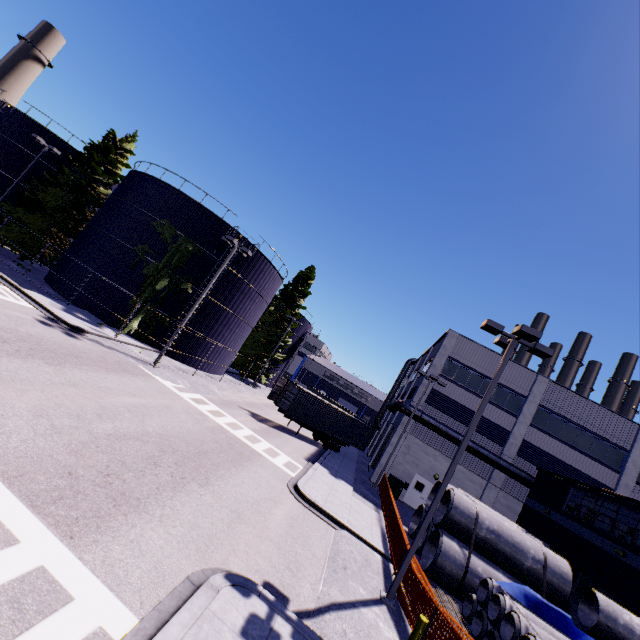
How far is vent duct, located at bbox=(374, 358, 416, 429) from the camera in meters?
27.0

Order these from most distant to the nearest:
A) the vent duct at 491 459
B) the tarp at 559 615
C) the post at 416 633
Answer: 1. the vent duct at 491 459
2. the tarp at 559 615
3. the post at 416 633

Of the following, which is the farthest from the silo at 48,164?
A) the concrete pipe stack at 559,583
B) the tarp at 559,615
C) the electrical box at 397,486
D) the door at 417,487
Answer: the door at 417,487

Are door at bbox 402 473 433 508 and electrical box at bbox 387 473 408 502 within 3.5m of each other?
yes

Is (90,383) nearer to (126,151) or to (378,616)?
(378,616)

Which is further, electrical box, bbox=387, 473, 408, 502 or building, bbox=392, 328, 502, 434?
building, bbox=392, 328, 502, 434

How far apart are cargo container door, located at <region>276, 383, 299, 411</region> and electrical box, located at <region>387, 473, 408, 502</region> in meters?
9.7 m

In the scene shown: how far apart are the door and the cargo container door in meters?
11.9
